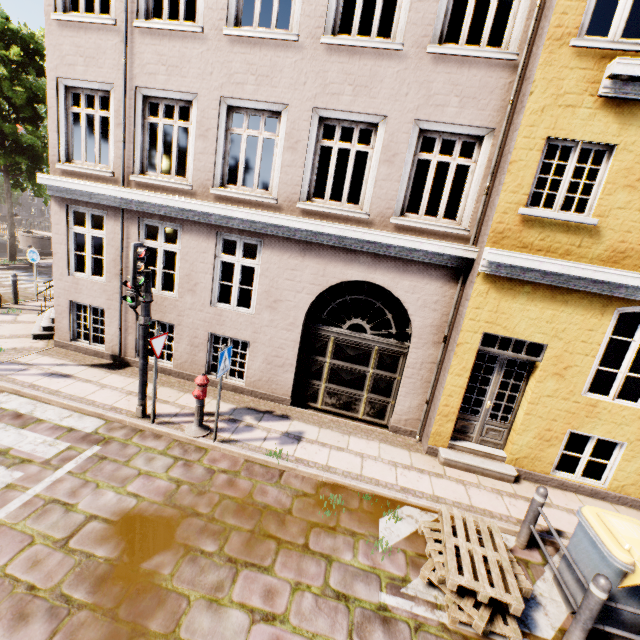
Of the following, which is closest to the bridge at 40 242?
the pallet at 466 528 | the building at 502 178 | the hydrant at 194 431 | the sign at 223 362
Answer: the building at 502 178

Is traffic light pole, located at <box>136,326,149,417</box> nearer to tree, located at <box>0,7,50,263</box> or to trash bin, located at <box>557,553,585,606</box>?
trash bin, located at <box>557,553,585,606</box>

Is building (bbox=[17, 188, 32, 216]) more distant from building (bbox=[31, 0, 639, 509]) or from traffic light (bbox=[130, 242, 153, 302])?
traffic light (bbox=[130, 242, 153, 302])

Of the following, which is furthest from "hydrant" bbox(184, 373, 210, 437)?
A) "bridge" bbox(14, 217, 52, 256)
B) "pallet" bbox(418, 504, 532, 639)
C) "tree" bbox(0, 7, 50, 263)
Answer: "bridge" bbox(14, 217, 52, 256)

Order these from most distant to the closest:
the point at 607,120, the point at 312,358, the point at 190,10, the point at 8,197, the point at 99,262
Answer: the point at 8,197 → the point at 190,10 → the point at 99,262 → the point at 312,358 → the point at 607,120

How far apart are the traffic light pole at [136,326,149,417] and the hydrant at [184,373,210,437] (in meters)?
0.90

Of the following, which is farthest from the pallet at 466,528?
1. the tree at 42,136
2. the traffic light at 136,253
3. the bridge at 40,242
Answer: the bridge at 40,242

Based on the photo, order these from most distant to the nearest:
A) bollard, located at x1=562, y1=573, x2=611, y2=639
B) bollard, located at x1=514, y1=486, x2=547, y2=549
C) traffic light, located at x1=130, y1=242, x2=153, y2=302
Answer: traffic light, located at x1=130, y1=242, x2=153, y2=302, bollard, located at x1=514, y1=486, x2=547, y2=549, bollard, located at x1=562, y1=573, x2=611, y2=639
